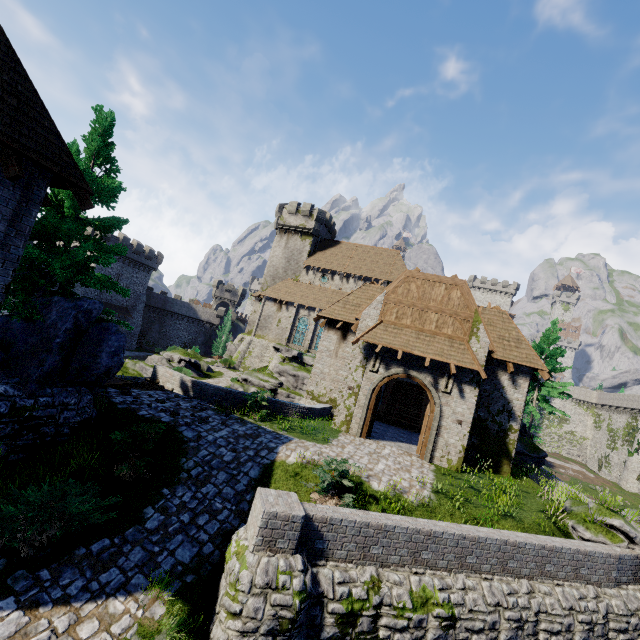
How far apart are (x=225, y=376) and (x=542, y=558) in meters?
27.6 m

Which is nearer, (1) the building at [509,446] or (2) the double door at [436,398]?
(2) the double door at [436,398]

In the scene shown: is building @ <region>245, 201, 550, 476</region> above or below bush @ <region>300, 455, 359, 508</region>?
above

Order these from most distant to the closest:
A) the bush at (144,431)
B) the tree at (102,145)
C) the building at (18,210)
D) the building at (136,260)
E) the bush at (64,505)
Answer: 1. the building at (136,260)
2. the tree at (102,145)
3. the bush at (144,431)
4. the building at (18,210)
5. the bush at (64,505)

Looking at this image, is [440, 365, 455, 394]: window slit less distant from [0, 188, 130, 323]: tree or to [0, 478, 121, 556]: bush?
[0, 478, 121, 556]: bush

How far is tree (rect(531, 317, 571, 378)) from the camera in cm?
2502

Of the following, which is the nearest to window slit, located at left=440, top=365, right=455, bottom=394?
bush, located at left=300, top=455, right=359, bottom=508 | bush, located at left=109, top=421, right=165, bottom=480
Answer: bush, located at left=300, top=455, right=359, bottom=508

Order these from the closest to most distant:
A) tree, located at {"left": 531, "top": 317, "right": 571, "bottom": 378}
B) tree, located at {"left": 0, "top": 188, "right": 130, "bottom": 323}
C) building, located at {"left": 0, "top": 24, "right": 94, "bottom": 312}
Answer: building, located at {"left": 0, "top": 24, "right": 94, "bottom": 312} → tree, located at {"left": 0, "top": 188, "right": 130, "bottom": 323} → tree, located at {"left": 531, "top": 317, "right": 571, "bottom": 378}
